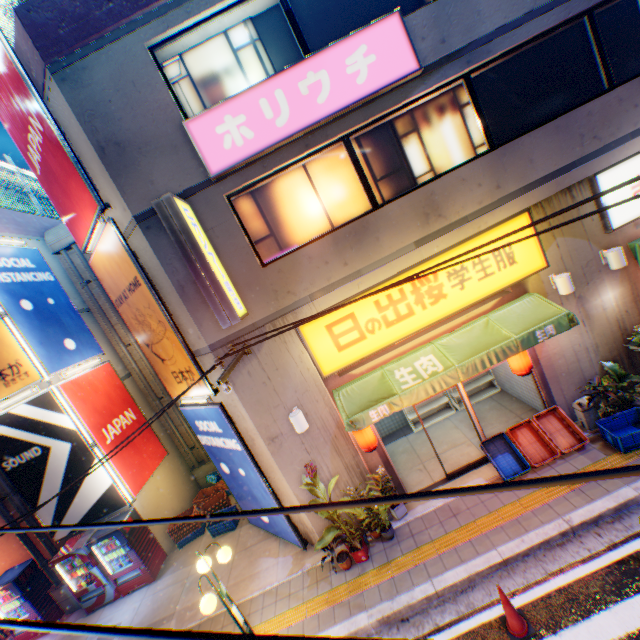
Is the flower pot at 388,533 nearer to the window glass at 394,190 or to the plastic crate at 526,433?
the plastic crate at 526,433

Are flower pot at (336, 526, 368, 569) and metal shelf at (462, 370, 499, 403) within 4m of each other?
no

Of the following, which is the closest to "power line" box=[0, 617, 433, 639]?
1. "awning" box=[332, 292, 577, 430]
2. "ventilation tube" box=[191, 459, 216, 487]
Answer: "awning" box=[332, 292, 577, 430]

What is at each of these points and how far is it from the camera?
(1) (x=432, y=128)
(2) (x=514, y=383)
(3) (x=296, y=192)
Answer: (1) window glass, 7.1m
(2) building, 9.4m
(3) window glass, 7.1m

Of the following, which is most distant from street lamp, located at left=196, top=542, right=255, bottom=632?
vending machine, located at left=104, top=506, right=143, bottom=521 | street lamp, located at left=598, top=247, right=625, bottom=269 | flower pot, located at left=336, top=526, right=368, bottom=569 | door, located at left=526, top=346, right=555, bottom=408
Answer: street lamp, located at left=598, top=247, right=625, bottom=269

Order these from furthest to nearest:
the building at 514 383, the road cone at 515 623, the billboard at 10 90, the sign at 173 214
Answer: the building at 514 383 < the billboard at 10 90 < the sign at 173 214 < the road cone at 515 623

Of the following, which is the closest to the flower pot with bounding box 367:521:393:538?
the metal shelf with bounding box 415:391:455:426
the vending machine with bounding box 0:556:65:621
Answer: the metal shelf with bounding box 415:391:455:426

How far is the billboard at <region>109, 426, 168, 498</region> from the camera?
10.39m
